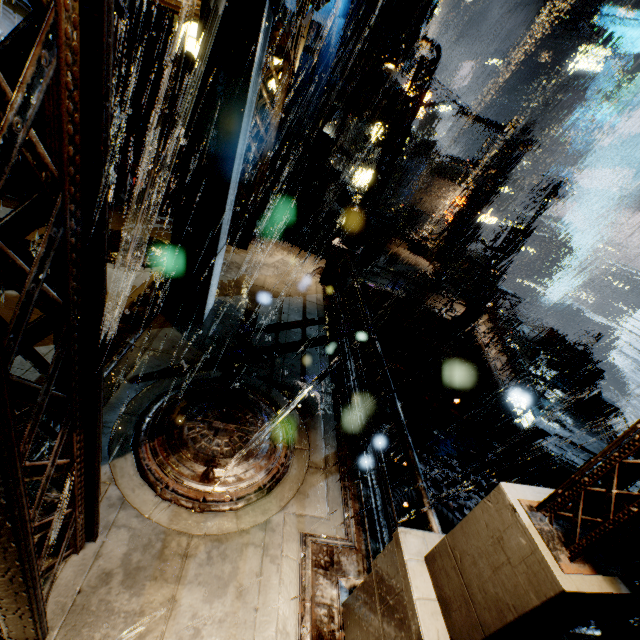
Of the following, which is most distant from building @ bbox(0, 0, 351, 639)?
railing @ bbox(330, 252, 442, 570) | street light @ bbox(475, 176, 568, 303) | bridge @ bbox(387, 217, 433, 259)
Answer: street light @ bbox(475, 176, 568, 303)

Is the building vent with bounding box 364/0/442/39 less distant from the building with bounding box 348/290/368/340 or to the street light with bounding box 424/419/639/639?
the building with bounding box 348/290/368/340

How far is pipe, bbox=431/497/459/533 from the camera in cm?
989

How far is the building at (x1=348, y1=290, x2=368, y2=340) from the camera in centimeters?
1716cm

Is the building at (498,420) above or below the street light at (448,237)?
below

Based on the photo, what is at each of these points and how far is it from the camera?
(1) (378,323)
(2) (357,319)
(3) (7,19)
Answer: (1) building, 18.0m
(2) building, 17.8m
(3) cloth, 7.3m

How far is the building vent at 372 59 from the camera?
18.3 meters

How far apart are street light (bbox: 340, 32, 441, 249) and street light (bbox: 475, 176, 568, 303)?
7.4 meters
